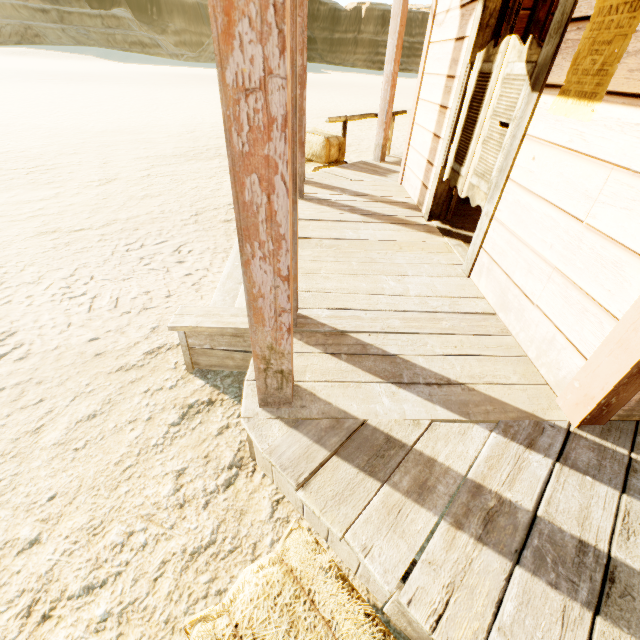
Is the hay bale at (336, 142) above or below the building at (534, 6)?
below

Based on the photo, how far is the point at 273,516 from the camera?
1.7m

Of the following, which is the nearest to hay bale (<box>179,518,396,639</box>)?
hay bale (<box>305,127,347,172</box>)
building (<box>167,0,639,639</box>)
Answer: building (<box>167,0,639,639</box>)

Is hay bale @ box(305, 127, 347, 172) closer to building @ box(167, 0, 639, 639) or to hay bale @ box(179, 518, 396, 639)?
building @ box(167, 0, 639, 639)

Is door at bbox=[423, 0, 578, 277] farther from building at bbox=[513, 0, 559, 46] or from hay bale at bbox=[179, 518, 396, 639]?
Result: hay bale at bbox=[179, 518, 396, 639]

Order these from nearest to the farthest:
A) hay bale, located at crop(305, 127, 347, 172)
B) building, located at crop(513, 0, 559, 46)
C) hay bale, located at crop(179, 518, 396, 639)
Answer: hay bale, located at crop(179, 518, 396, 639), building, located at crop(513, 0, 559, 46), hay bale, located at crop(305, 127, 347, 172)

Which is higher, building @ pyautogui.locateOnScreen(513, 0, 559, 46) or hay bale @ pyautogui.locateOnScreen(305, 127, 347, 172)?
building @ pyautogui.locateOnScreen(513, 0, 559, 46)

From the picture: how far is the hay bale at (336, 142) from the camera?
5.6 meters
